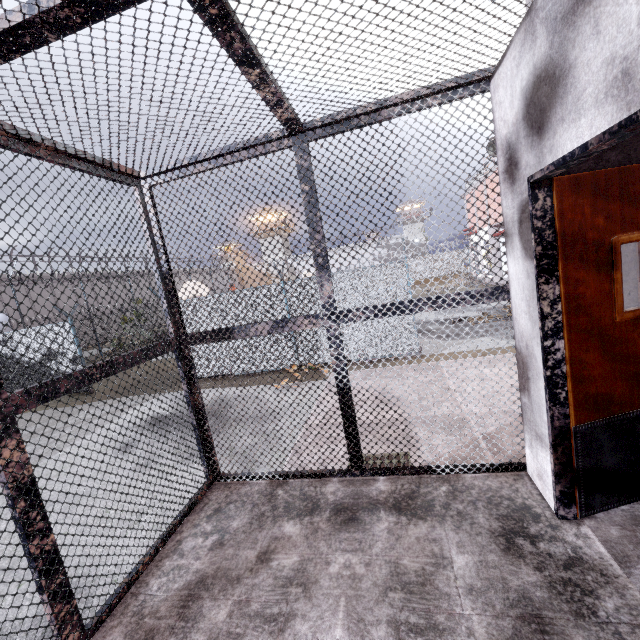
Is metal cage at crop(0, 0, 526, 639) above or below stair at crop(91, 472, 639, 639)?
above

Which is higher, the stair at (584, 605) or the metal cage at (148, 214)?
the metal cage at (148, 214)

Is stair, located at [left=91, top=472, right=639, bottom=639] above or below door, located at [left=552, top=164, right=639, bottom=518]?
below

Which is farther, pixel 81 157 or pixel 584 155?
pixel 81 157

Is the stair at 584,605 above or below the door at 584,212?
below
